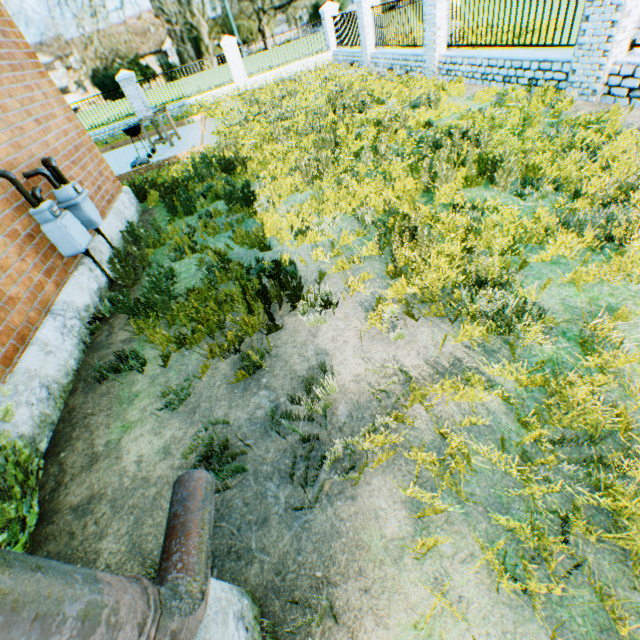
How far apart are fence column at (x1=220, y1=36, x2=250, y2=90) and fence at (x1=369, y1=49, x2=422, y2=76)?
7.4 meters

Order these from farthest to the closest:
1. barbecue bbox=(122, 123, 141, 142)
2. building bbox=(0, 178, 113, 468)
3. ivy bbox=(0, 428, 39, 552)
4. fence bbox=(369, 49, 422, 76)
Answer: fence bbox=(369, 49, 422, 76)
barbecue bbox=(122, 123, 141, 142)
building bbox=(0, 178, 113, 468)
ivy bbox=(0, 428, 39, 552)

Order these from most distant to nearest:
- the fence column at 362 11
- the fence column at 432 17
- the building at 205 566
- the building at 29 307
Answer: the fence column at 362 11 < the fence column at 432 17 < the building at 29 307 < the building at 205 566

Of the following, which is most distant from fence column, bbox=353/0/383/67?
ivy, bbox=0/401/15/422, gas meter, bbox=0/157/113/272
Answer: ivy, bbox=0/401/15/422

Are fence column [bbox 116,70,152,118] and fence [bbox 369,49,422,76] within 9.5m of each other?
no

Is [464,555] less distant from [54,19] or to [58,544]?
[58,544]

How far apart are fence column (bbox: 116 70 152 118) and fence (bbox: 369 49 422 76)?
11.9 meters

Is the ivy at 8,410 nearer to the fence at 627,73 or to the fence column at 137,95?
the fence at 627,73
